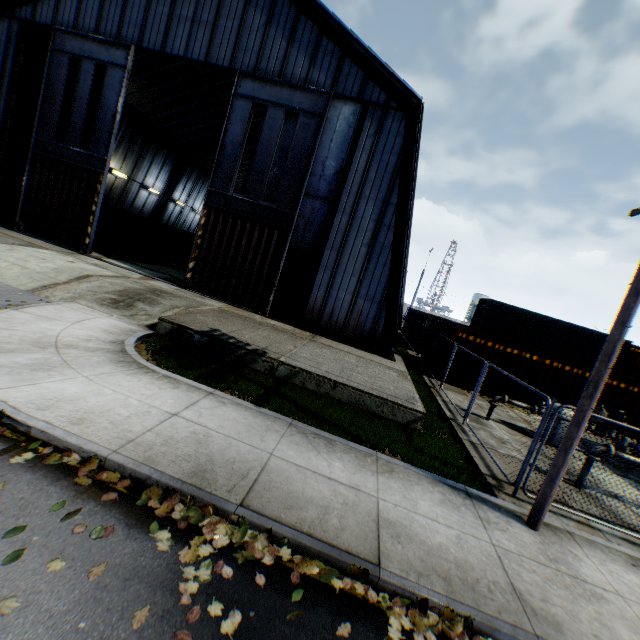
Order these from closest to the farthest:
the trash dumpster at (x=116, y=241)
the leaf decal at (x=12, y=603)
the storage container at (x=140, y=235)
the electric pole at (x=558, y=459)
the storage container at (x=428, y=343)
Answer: the leaf decal at (x=12, y=603), the electric pole at (x=558, y=459), the storage container at (x=428, y=343), the trash dumpster at (x=116, y=241), the storage container at (x=140, y=235)

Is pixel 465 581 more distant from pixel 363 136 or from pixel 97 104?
pixel 97 104

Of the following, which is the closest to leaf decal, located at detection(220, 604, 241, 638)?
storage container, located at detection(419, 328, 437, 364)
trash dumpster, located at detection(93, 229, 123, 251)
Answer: storage container, located at detection(419, 328, 437, 364)

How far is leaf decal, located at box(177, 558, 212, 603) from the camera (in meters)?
3.05

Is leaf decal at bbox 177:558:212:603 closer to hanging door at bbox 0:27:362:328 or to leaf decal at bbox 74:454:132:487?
leaf decal at bbox 74:454:132:487

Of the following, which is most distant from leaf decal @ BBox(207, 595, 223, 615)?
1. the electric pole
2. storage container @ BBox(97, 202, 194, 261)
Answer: storage container @ BBox(97, 202, 194, 261)

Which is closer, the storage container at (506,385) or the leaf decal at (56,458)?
the leaf decal at (56,458)

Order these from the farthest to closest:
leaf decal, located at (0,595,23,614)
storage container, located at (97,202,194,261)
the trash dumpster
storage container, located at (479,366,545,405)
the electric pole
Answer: storage container, located at (97,202,194,261) < the trash dumpster < storage container, located at (479,366,545,405) < the electric pole < leaf decal, located at (0,595,23,614)
